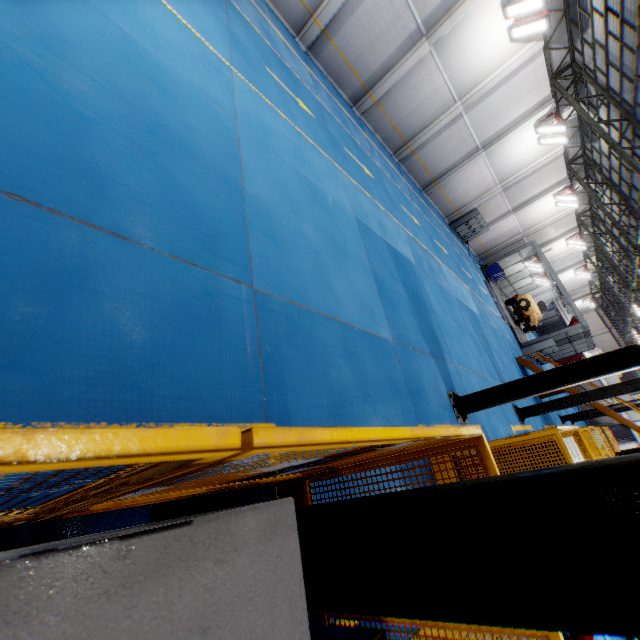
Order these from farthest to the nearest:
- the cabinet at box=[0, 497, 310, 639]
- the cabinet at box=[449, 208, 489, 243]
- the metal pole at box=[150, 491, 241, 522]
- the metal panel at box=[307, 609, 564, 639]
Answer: the cabinet at box=[449, 208, 489, 243]
the metal pole at box=[150, 491, 241, 522]
the metal panel at box=[307, 609, 564, 639]
the cabinet at box=[0, 497, 310, 639]

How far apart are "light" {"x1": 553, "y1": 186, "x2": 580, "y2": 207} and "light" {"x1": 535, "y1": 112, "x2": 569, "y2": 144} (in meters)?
6.99

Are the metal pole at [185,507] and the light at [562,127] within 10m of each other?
no

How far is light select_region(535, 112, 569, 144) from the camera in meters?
18.1

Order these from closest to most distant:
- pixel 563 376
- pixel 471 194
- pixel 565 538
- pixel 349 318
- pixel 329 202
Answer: pixel 565 538
pixel 349 318
pixel 563 376
pixel 329 202
pixel 471 194

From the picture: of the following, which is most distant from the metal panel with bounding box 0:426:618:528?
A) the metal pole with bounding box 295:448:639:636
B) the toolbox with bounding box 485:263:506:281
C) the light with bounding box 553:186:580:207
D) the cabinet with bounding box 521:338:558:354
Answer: the light with bounding box 553:186:580:207

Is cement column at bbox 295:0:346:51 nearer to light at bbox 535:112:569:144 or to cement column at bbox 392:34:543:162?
cement column at bbox 392:34:543:162

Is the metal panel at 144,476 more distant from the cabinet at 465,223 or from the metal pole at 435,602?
the cabinet at 465,223
